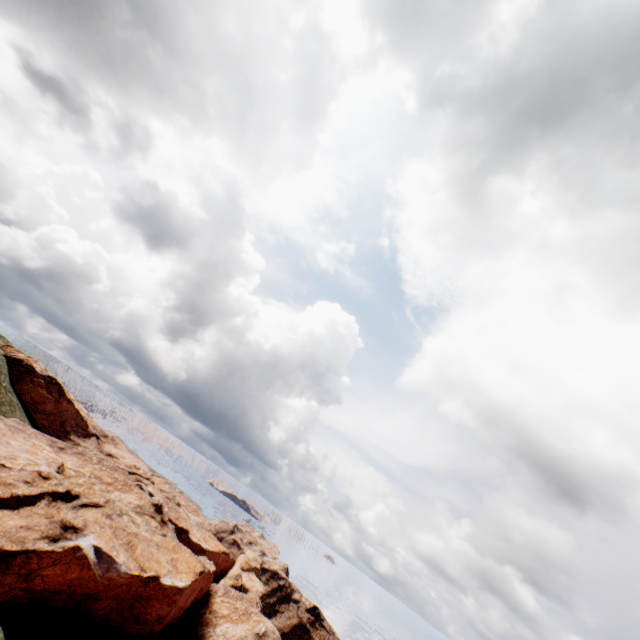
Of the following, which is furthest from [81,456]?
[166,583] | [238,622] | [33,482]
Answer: [238,622]
